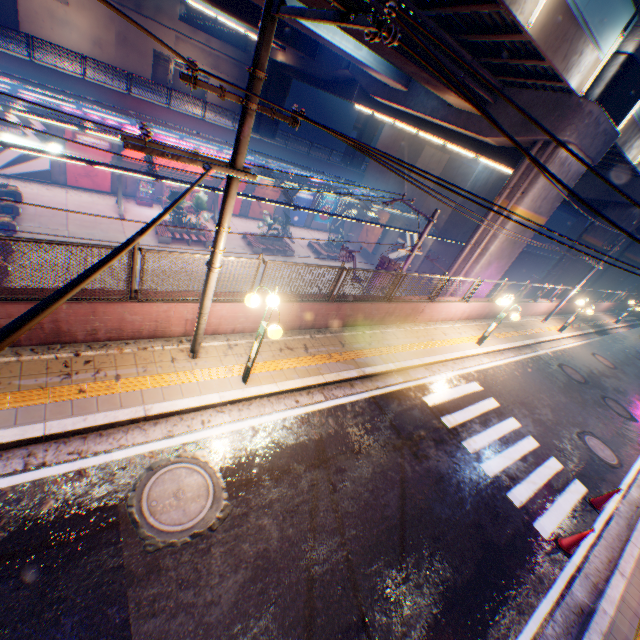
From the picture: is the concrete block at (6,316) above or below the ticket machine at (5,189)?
above

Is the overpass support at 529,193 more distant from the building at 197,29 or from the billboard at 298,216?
the building at 197,29

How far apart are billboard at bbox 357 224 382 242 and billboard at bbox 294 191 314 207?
6.1 meters

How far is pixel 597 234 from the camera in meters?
23.0

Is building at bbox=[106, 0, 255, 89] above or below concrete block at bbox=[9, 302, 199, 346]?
above

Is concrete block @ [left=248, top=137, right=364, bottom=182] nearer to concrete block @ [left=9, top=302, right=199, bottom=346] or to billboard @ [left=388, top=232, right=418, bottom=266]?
billboard @ [left=388, top=232, right=418, bottom=266]

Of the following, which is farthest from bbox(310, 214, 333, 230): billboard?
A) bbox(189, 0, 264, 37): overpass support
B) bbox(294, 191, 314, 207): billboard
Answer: bbox(189, 0, 264, 37): overpass support

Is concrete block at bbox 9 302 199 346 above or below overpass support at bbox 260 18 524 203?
below
